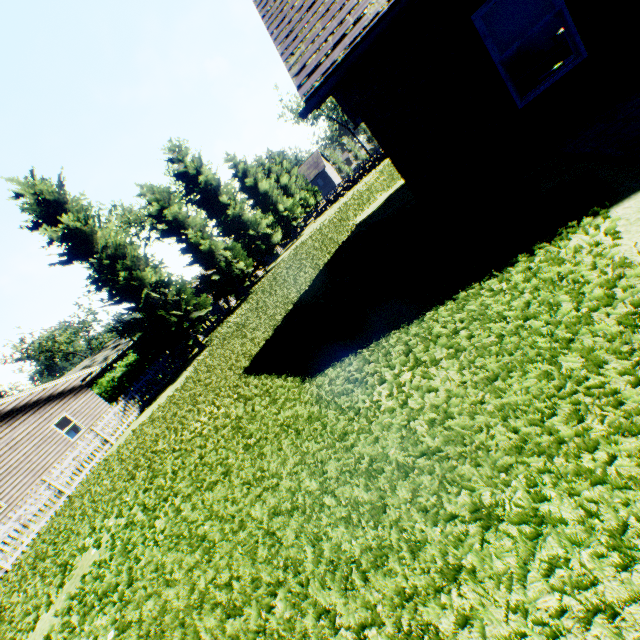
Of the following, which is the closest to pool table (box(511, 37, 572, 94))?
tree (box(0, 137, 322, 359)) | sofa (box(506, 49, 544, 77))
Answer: sofa (box(506, 49, 544, 77))

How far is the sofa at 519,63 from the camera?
11.36m

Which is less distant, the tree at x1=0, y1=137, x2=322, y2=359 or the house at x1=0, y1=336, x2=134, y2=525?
the tree at x1=0, y1=137, x2=322, y2=359

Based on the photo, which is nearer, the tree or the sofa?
the sofa

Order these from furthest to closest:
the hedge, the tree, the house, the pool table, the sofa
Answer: the hedge
the house
the tree
the sofa
the pool table

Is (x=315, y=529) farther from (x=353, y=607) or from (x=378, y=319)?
(x=378, y=319)

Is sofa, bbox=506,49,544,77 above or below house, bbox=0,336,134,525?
below

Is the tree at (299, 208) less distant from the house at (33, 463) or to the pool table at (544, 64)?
the house at (33, 463)
